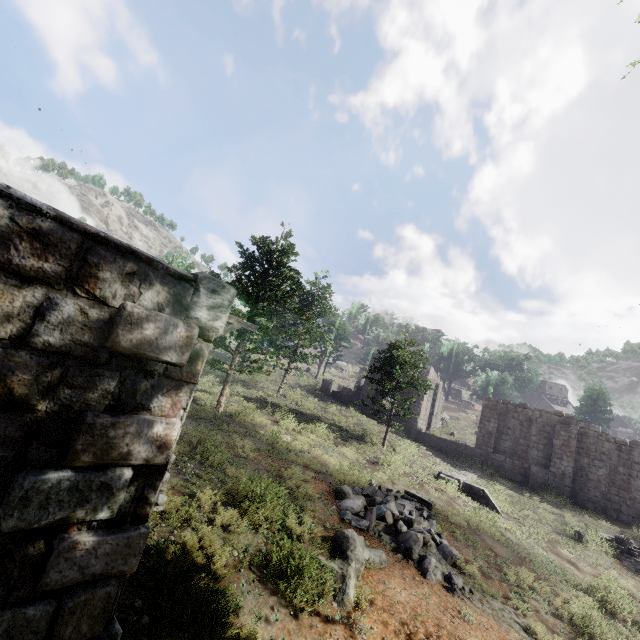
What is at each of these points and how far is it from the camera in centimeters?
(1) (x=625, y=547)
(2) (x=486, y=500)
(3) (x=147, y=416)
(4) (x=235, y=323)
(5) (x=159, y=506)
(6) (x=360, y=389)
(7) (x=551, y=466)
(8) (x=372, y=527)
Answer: (1) fountain, 1566cm
(2) building, 1702cm
(3) building, 268cm
(4) wooden lamp post, 841cm
(5) wooden lamp post, 705cm
(6) building, 3259cm
(7) building, 2327cm
(8) rubble, 959cm

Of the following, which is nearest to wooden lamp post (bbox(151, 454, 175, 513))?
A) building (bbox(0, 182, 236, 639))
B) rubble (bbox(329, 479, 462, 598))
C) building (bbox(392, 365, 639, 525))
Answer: building (bbox(0, 182, 236, 639))

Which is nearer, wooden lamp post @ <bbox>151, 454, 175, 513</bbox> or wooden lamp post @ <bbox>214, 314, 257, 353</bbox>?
wooden lamp post @ <bbox>151, 454, 175, 513</bbox>

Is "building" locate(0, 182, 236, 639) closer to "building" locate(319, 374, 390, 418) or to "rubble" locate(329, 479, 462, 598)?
"rubble" locate(329, 479, 462, 598)

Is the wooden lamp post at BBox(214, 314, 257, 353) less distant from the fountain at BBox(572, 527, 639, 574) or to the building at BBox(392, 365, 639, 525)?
the building at BBox(392, 365, 639, 525)

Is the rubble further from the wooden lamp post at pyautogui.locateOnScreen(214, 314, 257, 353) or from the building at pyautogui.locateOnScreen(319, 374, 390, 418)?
the building at pyautogui.locateOnScreen(319, 374, 390, 418)

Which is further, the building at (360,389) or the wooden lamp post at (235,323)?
the building at (360,389)

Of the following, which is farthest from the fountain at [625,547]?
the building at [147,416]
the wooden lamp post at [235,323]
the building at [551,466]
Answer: the wooden lamp post at [235,323]
